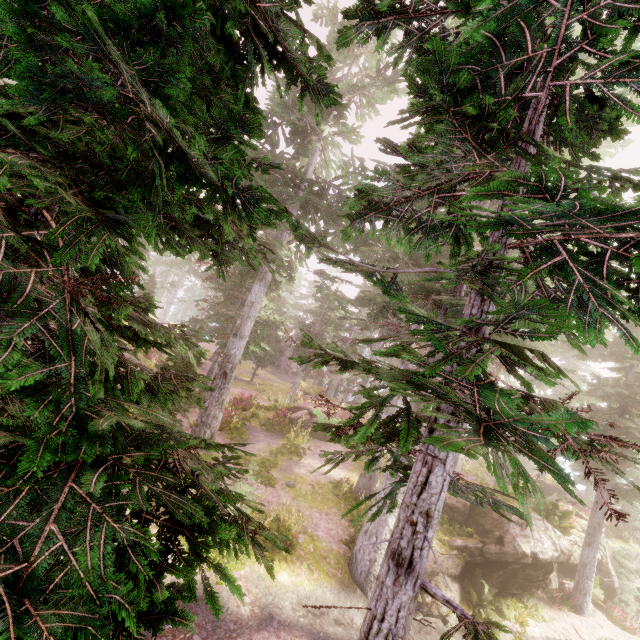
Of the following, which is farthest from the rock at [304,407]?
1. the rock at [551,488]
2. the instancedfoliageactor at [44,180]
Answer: the rock at [551,488]

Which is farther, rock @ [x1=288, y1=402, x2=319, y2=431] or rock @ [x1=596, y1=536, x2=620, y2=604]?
rock @ [x1=288, y1=402, x2=319, y2=431]

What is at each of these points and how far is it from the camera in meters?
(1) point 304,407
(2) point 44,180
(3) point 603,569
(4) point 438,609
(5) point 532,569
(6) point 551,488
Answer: (1) rock, 22.3
(2) instancedfoliageactor, 1.9
(3) rock, 15.0
(4) rock, 10.8
(5) rock, 11.8
(6) rock, 24.3

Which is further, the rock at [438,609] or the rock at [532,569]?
the rock at [532,569]

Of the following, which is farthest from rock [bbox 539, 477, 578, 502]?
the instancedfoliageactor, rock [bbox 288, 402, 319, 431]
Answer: rock [bbox 288, 402, 319, 431]

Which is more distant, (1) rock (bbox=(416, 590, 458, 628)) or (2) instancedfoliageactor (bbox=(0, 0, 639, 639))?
(1) rock (bbox=(416, 590, 458, 628))

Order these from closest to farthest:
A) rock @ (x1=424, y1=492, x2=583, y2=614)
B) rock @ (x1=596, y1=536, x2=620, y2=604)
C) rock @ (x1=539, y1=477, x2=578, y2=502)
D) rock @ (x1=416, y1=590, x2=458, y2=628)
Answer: rock @ (x1=416, y1=590, x2=458, y2=628) < rock @ (x1=424, y1=492, x2=583, y2=614) < rock @ (x1=596, y1=536, x2=620, y2=604) < rock @ (x1=539, y1=477, x2=578, y2=502)
